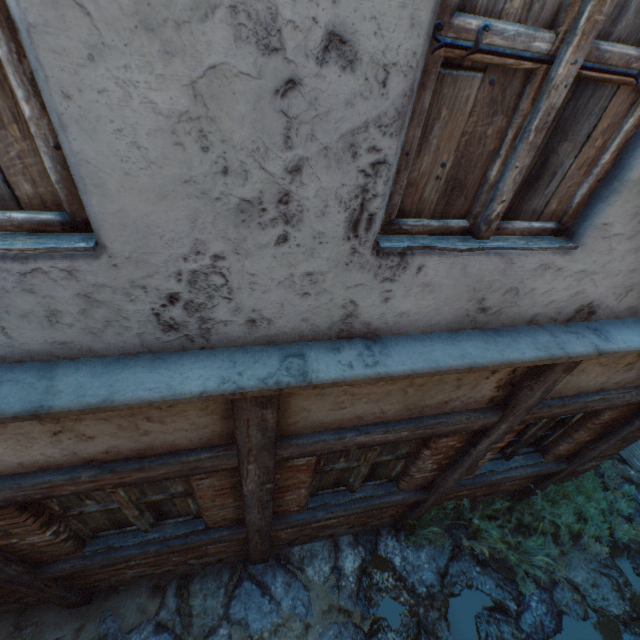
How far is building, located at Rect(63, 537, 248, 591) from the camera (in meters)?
3.30

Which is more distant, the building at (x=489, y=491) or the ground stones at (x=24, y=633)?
the building at (x=489, y=491)

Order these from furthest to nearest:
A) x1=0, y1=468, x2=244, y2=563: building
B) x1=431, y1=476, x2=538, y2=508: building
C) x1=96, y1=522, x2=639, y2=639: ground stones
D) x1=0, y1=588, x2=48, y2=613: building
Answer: x1=431, y1=476, x2=538, y2=508: building, x1=96, y1=522, x2=639, y2=639: ground stones, x1=0, y1=588, x2=48, y2=613: building, x1=0, y1=468, x2=244, y2=563: building

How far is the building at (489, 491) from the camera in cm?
425

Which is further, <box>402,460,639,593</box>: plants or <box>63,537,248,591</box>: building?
<box>402,460,639,593</box>: plants

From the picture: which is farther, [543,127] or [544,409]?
[544,409]

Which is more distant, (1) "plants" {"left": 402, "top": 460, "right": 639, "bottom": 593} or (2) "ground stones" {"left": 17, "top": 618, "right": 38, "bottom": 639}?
(1) "plants" {"left": 402, "top": 460, "right": 639, "bottom": 593}

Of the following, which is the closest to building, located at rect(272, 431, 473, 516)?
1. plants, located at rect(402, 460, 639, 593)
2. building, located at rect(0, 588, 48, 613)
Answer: plants, located at rect(402, 460, 639, 593)
